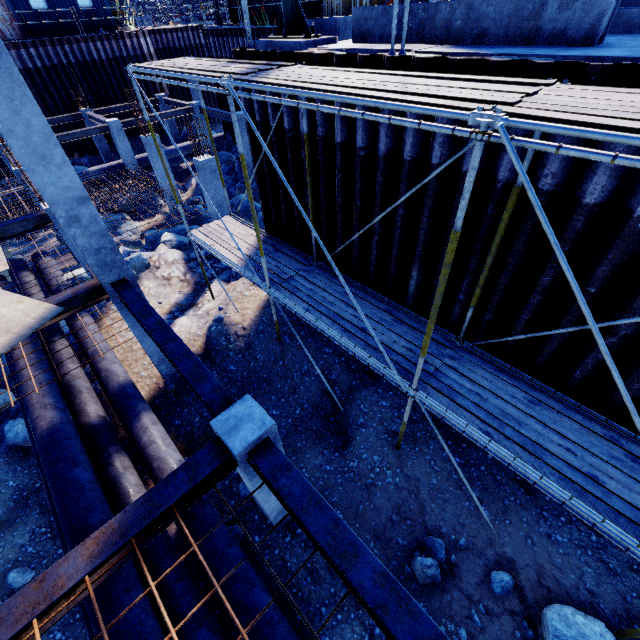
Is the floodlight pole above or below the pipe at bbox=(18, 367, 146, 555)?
above

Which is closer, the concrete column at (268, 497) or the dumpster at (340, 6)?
the concrete column at (268, 497)

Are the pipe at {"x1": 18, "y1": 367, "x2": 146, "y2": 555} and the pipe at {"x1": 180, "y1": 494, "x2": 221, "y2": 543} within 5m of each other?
yes

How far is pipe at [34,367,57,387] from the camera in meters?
7.4

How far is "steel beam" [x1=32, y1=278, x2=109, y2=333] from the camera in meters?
6.4 m

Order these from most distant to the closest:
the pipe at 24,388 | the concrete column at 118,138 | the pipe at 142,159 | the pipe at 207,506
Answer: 1. the pipe at 142,159
2. the concrete column at 118,138
3. the pipe at 24,388
4. the pipe at 207,506

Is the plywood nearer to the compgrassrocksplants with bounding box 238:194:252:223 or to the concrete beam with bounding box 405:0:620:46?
the concrete beam with bounding box 405:0:620:46

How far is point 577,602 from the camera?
5.0 meters
